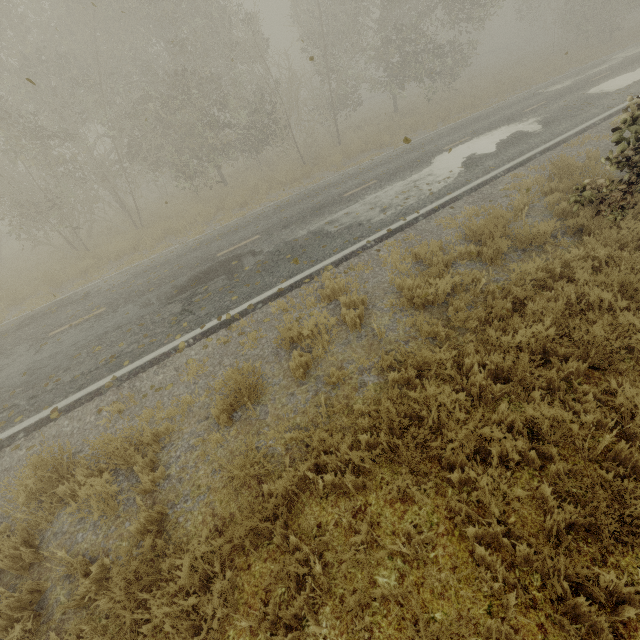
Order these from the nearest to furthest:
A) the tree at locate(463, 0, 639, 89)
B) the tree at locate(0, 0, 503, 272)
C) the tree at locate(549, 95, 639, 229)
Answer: the tree at locate(549, 95, 639, 229) → the tree at locate(0, 0, 503, 272) → the tree at locate(463, 0, 639, 89)

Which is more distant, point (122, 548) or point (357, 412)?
point (357, 412)

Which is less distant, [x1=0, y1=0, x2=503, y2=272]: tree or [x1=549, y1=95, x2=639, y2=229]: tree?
[x1=549, y1=95, x2=639, y2=229]: tree

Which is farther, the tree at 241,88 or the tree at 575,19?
the tree at 575,19

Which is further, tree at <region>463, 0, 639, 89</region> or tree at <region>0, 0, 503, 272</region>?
tree at <region>463, 0, 639, 89</region>

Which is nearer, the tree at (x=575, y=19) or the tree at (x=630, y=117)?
the tree at (x=630, y=117)

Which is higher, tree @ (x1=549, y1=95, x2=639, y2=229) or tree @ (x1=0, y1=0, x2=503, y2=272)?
tree @ (x1=0, y1=0, x2=503, y2=272)
